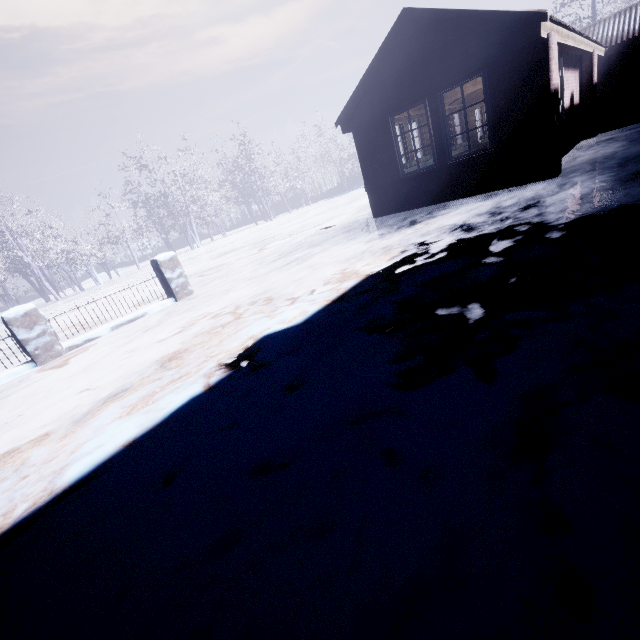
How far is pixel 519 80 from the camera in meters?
5.4
